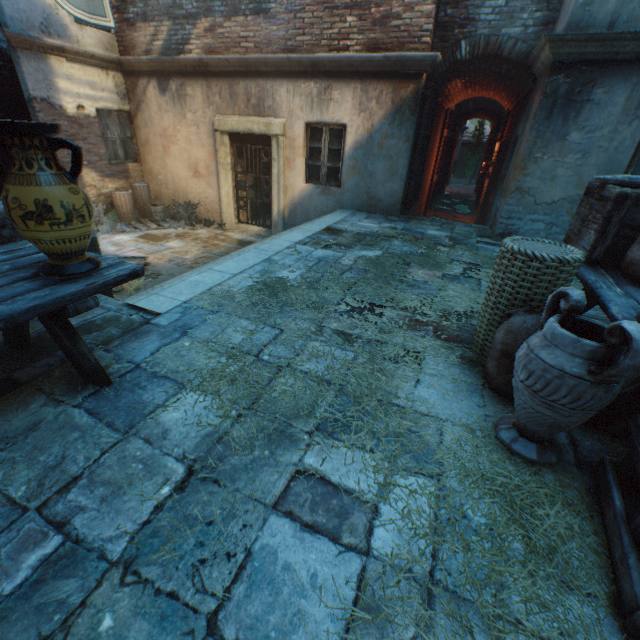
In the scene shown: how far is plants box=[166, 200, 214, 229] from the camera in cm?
909

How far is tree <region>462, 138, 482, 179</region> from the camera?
27.06m

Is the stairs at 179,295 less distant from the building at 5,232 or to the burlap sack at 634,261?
the building at 5,232

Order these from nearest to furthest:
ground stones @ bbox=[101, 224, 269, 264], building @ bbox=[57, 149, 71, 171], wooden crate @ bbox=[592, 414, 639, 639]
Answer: wooden crate @ bbox=[592, 414, 639, 639] < ground stones @ bbox=[101, 224, 269, 264] < building @ bbox=[57, 149, 71, 171]

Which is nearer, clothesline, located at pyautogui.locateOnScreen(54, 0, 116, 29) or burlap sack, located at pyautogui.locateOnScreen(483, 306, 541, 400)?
burlap sack, located at pyautogui.locateOnScreen(483, 306, 541, 400)

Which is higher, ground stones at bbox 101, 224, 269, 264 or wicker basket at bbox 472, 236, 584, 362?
Answer: wicker basket at bbox 472, 236, 584, 362

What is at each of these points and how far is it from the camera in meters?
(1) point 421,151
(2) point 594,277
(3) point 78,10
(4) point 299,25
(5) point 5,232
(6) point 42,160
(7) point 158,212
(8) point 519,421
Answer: (1) gate, 7.4
(2) table, 2.3
(3) clothesline, 5.1
(4) building, 6.6
(5) building, 2.4
(6) ceramic pot, 1.6
(7) bucket, 9.1
(8) ceramic pot, 1.8

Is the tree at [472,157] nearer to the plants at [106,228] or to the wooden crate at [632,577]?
the plants at [106,228]
